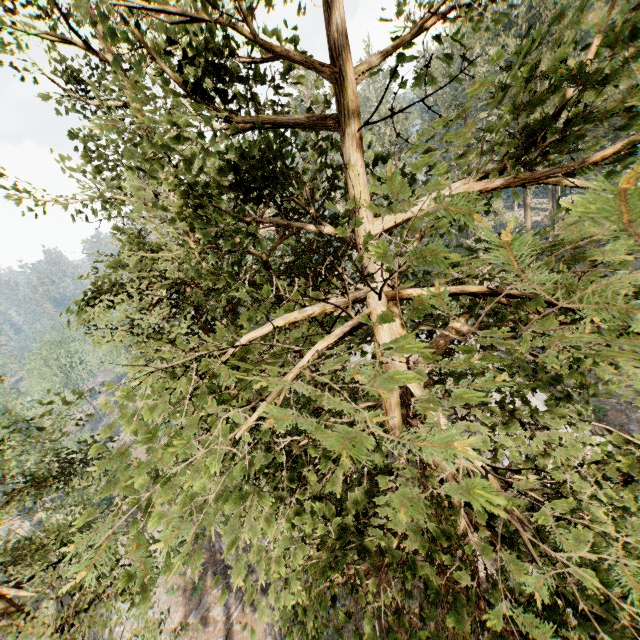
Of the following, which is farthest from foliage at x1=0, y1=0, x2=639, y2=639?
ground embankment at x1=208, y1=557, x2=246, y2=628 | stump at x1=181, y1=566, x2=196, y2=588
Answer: stump at x1=181, y1=566, x2=196, y2=588

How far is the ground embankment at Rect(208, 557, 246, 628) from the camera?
25.3m

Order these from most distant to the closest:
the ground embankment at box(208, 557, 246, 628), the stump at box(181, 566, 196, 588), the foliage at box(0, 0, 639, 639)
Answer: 1. the stump at box(181, 566, 196, 588)
2. the ground embankment at box(208, 557, 246, 628)
3. the foliage at box(0, 0, 639, 639)

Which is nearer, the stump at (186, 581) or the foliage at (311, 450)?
the foliage at (311, 450)

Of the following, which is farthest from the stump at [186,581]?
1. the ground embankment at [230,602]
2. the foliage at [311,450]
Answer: the foliage at [311,450]

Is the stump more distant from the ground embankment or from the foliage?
the foliage

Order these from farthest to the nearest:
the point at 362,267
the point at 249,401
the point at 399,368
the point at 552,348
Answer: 1. the point at 249,401
2. the point at 362,267
3. the point at 399,368
4. the point at 552,348
